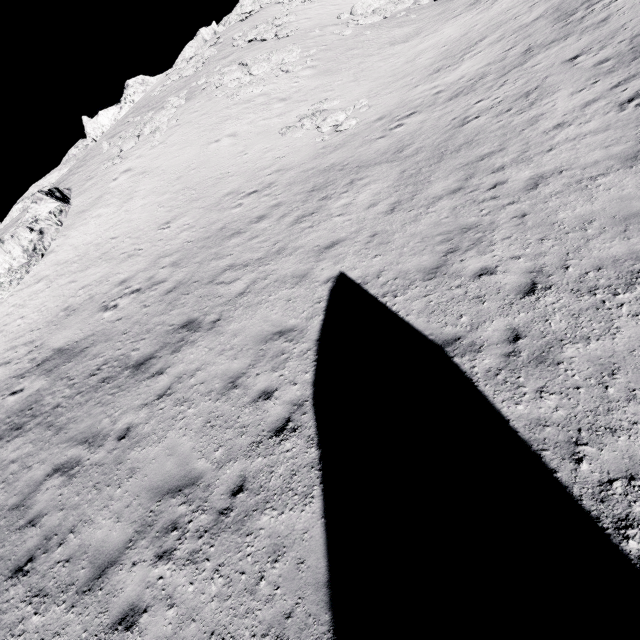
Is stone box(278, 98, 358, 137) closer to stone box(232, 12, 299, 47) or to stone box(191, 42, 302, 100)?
stone box(191, 42, 302, 100)

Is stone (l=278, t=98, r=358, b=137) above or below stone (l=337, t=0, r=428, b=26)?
below

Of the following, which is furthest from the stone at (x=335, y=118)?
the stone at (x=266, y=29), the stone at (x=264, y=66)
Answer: the stone at (x=266, y=29)

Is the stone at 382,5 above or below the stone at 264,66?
below

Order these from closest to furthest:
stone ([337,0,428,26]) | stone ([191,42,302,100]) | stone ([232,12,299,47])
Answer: stone ([191,42,302,100]) < stone ([337,0,428,26]) < stone ([232,12,299,47])

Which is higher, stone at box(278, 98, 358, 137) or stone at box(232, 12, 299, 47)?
stone at box(232, 12, 299, 47)

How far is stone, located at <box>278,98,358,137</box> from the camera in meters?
17.8 m

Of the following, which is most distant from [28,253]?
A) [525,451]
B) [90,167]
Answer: [525,451]
